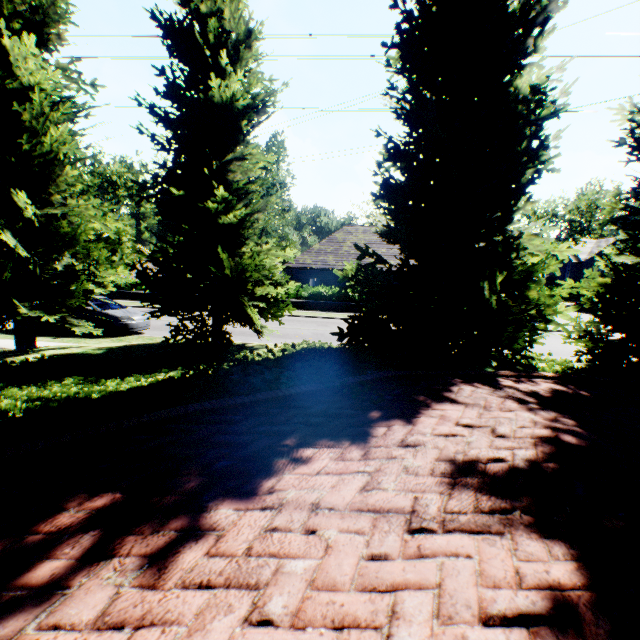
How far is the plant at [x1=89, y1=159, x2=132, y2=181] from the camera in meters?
55.2

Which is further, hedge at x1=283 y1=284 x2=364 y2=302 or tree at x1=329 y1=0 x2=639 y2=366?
hedge at x1=283 y1=284 x2=364 y2=302

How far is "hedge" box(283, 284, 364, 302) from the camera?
25.6 meters

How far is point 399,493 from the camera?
2.22m

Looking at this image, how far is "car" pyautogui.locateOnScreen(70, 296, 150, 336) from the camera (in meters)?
13.29

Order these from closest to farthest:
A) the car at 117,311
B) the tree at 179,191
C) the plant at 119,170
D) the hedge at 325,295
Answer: the tree at 179,191 → the car at 117,311 → the hedge at 325,295 → the plant at 119,170

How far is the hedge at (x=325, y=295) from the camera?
25.64m

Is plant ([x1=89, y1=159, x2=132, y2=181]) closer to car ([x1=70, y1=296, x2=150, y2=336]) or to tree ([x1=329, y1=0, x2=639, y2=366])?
tree ([x1=329, y1=0, x2=639, y2=366])
